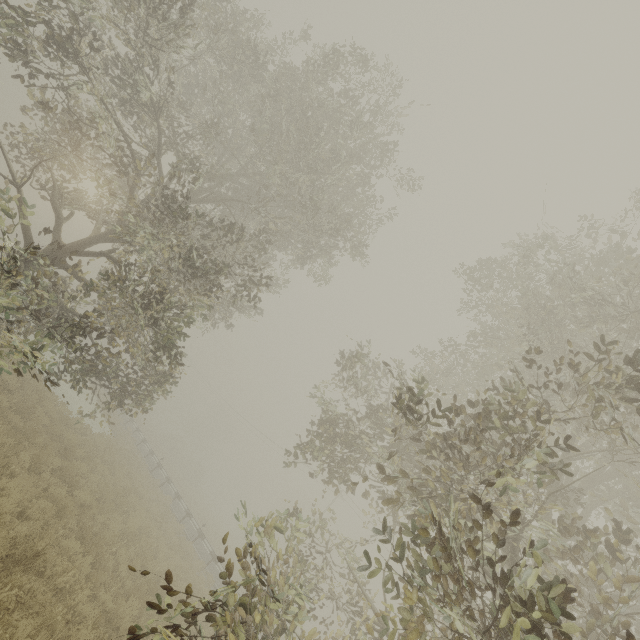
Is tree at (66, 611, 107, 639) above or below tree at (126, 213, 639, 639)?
below

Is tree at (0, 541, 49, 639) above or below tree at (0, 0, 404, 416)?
below

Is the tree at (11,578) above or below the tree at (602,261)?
below

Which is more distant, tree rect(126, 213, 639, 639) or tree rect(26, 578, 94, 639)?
tree rect(26, 578, 94, 639)

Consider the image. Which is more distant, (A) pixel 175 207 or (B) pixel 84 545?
(A) pixel 175 207

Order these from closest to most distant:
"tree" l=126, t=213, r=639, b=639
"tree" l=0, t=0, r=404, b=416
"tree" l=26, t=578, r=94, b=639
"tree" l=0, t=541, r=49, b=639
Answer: "tree" l=126, t=213, r=639, b=639, "tree" l=0, t=541, r=49, b=639, "tree" l=26, t=578, r=94, b=639, "tree" l=0, t=0, r=404, b=416

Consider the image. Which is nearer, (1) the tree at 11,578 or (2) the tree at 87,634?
(1) the tree at 11,578
